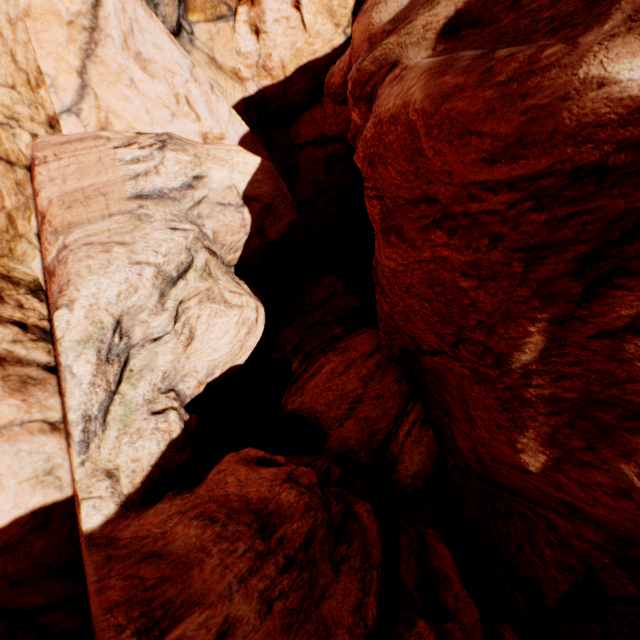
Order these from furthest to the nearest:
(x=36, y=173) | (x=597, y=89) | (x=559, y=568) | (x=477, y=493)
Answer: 1. (x=477, y=493)
2. (x=36, y=173)
3. (x=559, y=568)
4. (x=597, y=89)
